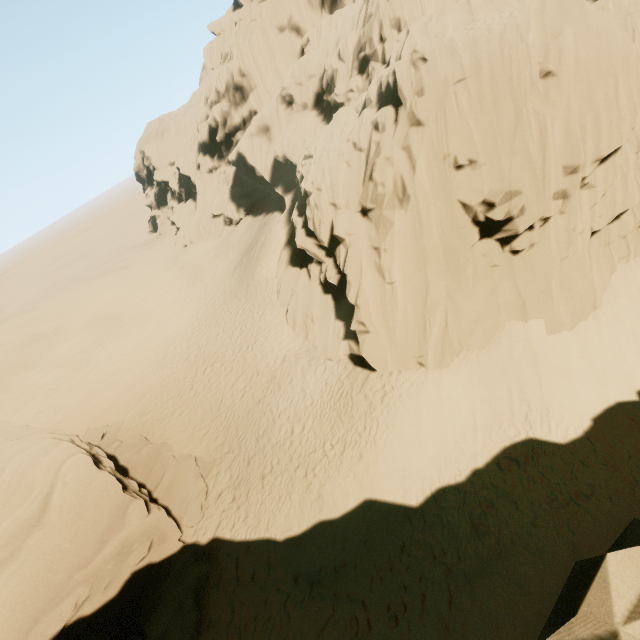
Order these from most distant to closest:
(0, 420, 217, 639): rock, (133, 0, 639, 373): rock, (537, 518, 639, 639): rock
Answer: (133, 0, 639, 373): rock → (0, 420, 217, 639): rock → (537, 518, 639, 639): rock

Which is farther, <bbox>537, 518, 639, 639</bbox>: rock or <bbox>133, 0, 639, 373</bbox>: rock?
<bbox>133, 0, 639, 373</bbox>: rock

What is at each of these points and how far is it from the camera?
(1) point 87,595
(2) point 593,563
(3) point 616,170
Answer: (1) rock, 9.69m
(2) rock, 2.70m
(3) rock, 11.95m

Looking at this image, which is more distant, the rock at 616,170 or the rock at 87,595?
the rock at 616,170

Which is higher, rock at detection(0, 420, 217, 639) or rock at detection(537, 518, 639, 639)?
rock at detection(537, 518, 639, 639)

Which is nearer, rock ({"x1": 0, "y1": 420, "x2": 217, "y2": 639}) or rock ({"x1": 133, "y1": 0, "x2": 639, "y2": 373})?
rock ({"x1": 0, "y1": 420, "x2": 217, "y2": 639})

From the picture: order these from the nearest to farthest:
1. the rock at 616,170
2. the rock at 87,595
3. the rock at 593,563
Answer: the rock at 593,563, the rock at 87,595, the rock at 616,170
